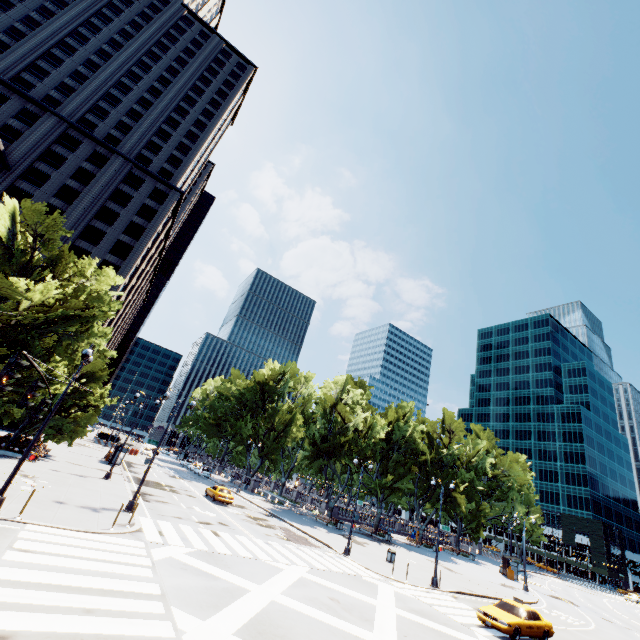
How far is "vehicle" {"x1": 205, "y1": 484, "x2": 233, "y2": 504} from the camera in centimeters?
3269cm

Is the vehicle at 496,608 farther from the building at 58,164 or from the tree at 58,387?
the building at 58,164

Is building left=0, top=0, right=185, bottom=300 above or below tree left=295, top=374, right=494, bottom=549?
above

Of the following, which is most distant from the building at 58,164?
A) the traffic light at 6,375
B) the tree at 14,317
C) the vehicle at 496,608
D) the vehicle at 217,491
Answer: the vehicle at 496,608

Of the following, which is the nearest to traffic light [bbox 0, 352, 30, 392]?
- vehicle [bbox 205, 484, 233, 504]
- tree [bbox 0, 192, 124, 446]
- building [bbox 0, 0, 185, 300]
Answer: tree [bbox 0, 192, 124, 446]

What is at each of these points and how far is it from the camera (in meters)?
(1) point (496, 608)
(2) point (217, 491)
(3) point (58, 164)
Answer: →
(1) vehicle, 18.48
(2) vehicle, 33.56
(3) building, 50.00

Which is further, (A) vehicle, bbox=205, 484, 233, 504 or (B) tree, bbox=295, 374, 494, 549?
(B) tree, bbox=295, 374, 494, 549

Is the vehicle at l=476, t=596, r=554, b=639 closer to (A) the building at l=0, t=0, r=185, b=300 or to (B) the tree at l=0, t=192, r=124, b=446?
(B) the tree at l=0, t=192, r=124, b=446
